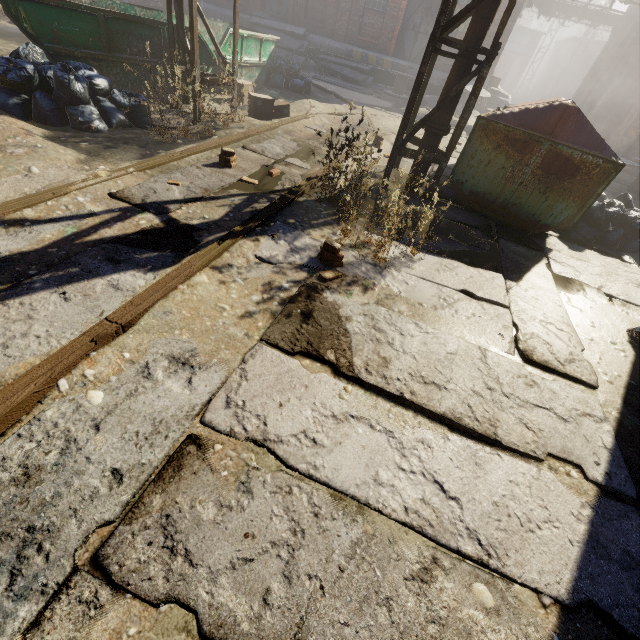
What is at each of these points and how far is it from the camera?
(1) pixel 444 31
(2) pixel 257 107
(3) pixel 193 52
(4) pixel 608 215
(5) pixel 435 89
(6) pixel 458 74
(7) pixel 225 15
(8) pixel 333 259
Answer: (1) pipe, 4.4 meters
(2) carton, 7.6 meters
(3) scaffolding, 5.5 meters
(4) trash bag, 5.8 meters
(5) building, 17.8 meters
(6) pipe, 4.9 meters
(7) building, 18.7 meters
(8) instancedfoliageactor, 3.6 meters

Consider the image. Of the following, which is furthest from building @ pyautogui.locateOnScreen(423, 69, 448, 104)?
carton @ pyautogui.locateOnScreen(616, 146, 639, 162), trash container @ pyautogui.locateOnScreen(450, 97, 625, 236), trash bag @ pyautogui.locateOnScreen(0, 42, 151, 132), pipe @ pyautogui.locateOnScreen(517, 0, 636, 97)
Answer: trash bag @ pyautogui.locateOnScreen(0, 42, 151, 132)

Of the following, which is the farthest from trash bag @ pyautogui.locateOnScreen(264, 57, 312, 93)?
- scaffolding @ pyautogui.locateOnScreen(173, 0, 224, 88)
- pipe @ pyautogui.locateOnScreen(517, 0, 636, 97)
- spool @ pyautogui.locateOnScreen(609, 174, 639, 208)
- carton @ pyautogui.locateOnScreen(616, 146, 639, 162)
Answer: carton @ pyautogui.locateOnScreen(616, 146, 639, 162)

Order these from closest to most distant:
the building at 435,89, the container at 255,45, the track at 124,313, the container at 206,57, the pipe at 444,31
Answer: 1. the track at 124,313
2. the pipe at 444,31
3. the container at 206,57
4. the container at 255,45
5. the building at 435,89

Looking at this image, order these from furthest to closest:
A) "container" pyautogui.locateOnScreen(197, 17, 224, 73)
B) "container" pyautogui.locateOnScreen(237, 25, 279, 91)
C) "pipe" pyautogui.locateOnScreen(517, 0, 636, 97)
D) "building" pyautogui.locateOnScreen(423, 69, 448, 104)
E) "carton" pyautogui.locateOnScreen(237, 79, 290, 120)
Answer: "pipe" pyautogui.locateOnScreen(517, 0, 636, 97) < "building" pyautogui.locateOnScreen(423, 69, 448, 104) < "container" pyautogui.locateOnScreen(237, 25, 279, 91) < "carton" pyautogui.locateOnScreen(237, 79, 290, 120) < "container" pyautogui.locateOnScreen(197, 17, 224, 73)

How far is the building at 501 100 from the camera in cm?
1748

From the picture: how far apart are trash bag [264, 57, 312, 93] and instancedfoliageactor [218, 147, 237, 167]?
7.3m

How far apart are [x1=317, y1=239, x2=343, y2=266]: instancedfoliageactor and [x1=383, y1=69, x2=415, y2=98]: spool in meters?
16.8
